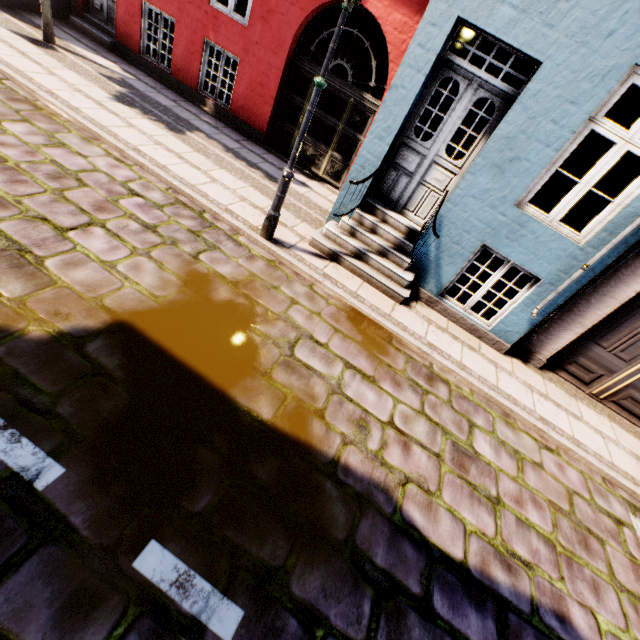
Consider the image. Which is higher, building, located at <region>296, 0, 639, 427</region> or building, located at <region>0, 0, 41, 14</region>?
building, located at <region>296, 0, 639, 427</region>

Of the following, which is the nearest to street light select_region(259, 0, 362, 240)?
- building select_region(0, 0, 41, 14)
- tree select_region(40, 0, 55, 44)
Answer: building select_region(0, 0, 41, 14)

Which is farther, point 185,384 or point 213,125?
point 213,125

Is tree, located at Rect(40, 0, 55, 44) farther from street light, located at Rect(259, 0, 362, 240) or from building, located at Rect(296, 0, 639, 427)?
street light, located at Rect(259, 0, 362, 240)

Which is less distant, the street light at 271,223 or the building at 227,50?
the street light at 271,223

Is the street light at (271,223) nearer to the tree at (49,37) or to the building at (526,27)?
the building at (526,27)
